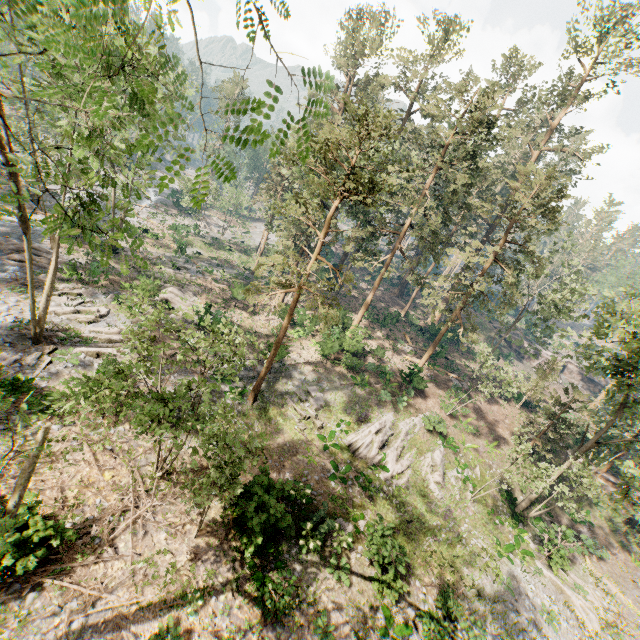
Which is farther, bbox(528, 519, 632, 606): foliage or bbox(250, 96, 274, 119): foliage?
bbox(528, 519, 632, 606): foliage

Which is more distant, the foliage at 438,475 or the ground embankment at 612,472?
the ground embankment at 612,472

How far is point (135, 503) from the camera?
13.8m

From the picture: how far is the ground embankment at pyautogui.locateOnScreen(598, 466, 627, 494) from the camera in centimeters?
2953cm

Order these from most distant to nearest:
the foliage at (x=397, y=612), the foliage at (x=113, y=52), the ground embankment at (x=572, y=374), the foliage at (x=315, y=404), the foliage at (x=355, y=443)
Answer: the ground embankment at (x=572, y=374) → the foliage at (x=315, y=404) → the foliage at (x=355, y=443) → the foliage at (x=397, y=612) → the foliage at (x=113, y=52)

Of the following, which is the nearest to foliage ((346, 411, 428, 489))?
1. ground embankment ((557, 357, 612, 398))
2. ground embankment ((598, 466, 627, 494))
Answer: ground embankment ((598, 466, 627, 494))

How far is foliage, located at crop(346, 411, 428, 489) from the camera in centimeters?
2084cm
